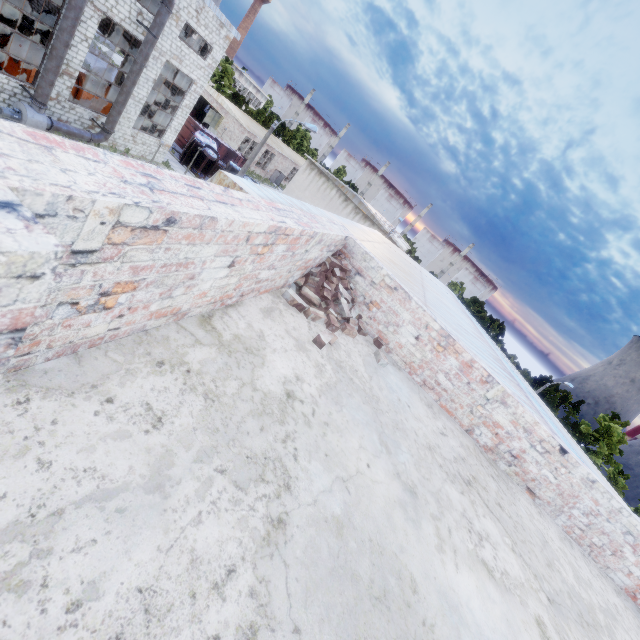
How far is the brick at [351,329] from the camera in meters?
A: 3.4

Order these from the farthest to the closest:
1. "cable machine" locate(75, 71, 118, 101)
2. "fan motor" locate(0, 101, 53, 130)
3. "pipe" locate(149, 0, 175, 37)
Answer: "cable machine" locate(75, 71, 118, 101) → "pipe" locate(149, 0, 175, 37) → "fan motor" locate(0, 101, 53, 130)

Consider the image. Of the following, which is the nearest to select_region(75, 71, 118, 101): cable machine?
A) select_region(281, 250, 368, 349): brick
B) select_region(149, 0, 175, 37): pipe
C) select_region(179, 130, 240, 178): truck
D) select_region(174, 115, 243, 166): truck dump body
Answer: select_region(149, 0, 175, 37): pipe

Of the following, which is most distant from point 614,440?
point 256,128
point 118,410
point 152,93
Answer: point 256,128

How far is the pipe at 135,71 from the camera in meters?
18.4 m

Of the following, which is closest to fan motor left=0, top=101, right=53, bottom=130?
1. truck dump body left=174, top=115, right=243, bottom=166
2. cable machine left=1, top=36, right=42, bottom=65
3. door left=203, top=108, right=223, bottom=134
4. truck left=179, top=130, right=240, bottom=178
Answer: cable machine left=1, top=36, right=42, bottom=65

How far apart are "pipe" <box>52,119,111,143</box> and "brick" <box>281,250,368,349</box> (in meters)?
21.62
